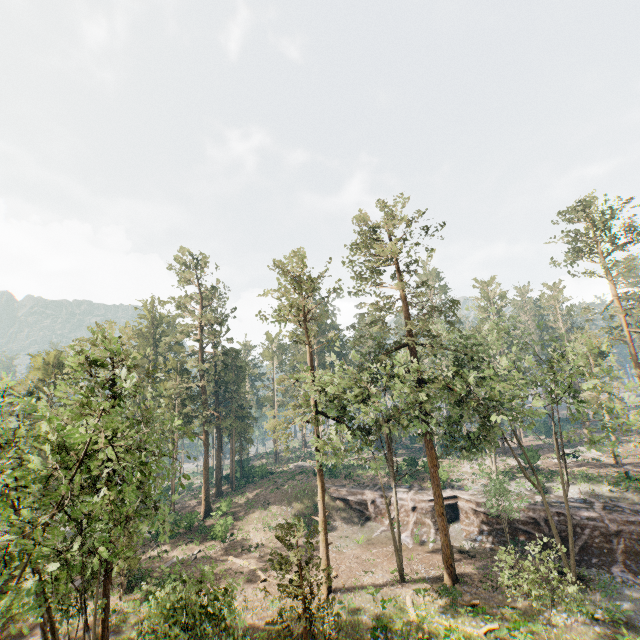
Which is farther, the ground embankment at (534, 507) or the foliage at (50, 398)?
the ground embankment at (534, 507)

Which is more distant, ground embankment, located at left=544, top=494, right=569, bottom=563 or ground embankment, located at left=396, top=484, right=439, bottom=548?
ground embankment, located at left=396, top=484, right=439, bottom=548

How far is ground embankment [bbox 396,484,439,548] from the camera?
32.41m

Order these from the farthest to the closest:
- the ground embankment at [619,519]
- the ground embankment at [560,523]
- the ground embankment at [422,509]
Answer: the ground embankment at [422,509], the ground embankment at [560,523], the ground embankment at [619,519]

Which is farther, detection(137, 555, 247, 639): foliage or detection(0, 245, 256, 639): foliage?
detection(137, 555, 247, 639): foliage

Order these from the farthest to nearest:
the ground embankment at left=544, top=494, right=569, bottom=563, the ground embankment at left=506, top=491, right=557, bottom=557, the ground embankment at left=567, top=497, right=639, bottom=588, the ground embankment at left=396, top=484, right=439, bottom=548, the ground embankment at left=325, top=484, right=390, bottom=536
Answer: the ground embankment at left=325, top=484, right=390, bottom=536, the ground embankment at left=396, top=484, right=439, bottom=548, the ground embankment at left=506, top=491, right=557, bottom=557, the ground embankment at left=544, top=494, right=569, bottom=563, the ground embankment at left=567, top=497, right=639, bottom=588

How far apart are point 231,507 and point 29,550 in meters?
38.1
